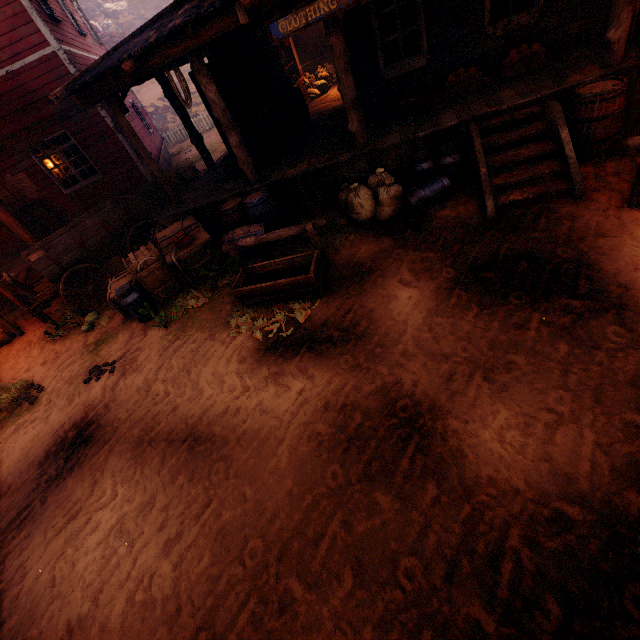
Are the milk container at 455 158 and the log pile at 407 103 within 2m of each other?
yes

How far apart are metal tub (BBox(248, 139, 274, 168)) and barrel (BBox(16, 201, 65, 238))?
7.01m

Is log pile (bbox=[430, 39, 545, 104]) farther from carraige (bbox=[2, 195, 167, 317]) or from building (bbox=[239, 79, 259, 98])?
carraige (bbox=[2, 195, 167, 317])

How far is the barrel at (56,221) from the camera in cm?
1027

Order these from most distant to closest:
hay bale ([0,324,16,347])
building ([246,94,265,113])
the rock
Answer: the rock
hay bale ([0,324,16,347])
building ([246,94,265,113])

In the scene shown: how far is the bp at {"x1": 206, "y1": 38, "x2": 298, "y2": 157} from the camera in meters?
6.7 m

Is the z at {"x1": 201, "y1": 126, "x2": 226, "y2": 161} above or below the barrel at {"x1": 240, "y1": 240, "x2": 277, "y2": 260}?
below

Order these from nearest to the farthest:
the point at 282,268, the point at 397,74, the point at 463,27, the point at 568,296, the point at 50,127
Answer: the point at 568,296 → the point at 282,268 → the point at 463,27 → the point at 397,74 → the point at 50,127
